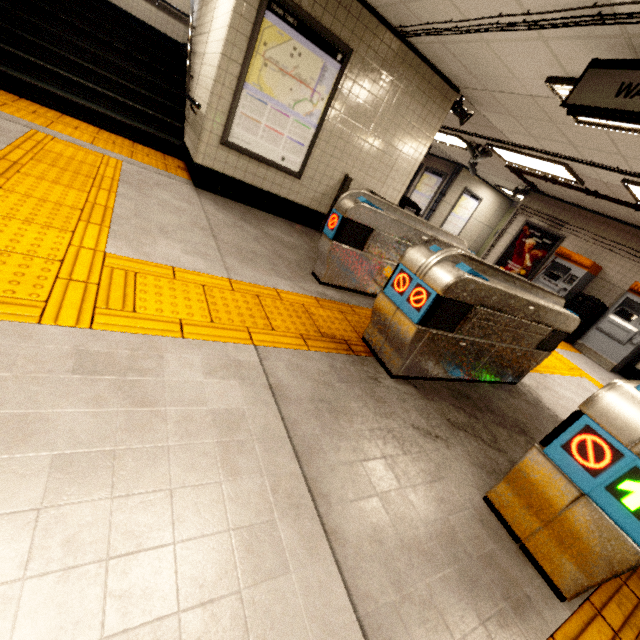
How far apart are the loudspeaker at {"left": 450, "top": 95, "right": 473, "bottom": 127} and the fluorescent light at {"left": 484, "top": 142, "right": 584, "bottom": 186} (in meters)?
1.88

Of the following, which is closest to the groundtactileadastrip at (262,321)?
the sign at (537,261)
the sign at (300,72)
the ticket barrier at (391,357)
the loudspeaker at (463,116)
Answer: the ticket barrier at (391,357)

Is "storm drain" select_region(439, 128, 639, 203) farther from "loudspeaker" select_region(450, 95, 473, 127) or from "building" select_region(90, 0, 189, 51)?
"building" select_region(90, 0, 189, 51)

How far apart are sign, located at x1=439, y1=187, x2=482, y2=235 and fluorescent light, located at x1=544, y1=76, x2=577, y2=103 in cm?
881

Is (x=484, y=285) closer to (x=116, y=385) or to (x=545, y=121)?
(x=116, y=385)

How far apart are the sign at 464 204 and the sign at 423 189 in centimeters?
76cm

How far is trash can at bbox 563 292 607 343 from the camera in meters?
7.5 m

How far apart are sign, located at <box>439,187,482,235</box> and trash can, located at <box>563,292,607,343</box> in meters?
6.2 m
